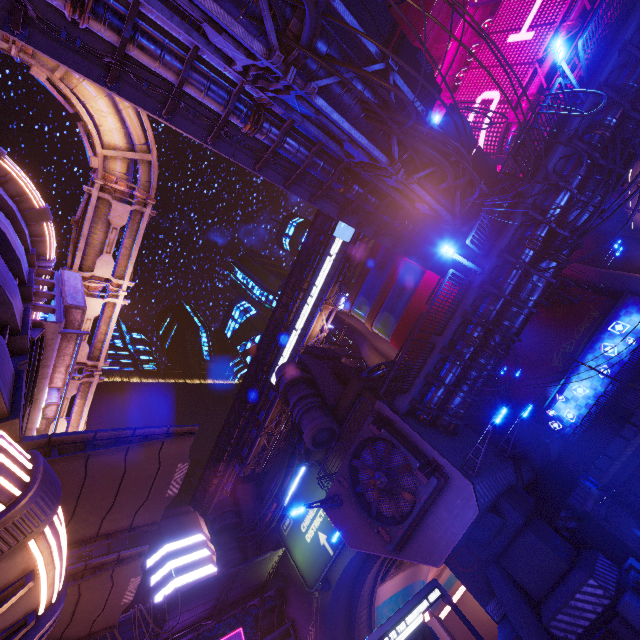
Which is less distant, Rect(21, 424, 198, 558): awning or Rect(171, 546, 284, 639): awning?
Rect(21, 424, 198, 558): awning

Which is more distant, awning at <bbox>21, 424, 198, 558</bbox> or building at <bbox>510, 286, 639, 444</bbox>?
building at <bbox>510, 286, 639, 444</bbox>

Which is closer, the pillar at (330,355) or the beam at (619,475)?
the beam at (619,475)

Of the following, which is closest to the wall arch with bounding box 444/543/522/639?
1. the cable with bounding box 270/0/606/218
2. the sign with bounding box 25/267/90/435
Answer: the cable with bounding box 270/0/606/218

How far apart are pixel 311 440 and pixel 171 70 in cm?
2050

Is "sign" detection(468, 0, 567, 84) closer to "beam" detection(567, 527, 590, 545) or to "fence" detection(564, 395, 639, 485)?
"fence" detection(564, 395, 639, 485)

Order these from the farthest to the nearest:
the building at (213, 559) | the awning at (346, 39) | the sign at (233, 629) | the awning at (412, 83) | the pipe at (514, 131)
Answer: the building at (213, 559) < the pipe at (514, 131) < the sign at (233, 629) < the awning at (412, 83) < the awning at (346, 39)

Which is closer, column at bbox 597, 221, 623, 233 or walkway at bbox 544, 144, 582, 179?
walkway at bbox 544, 144, 582, 179
